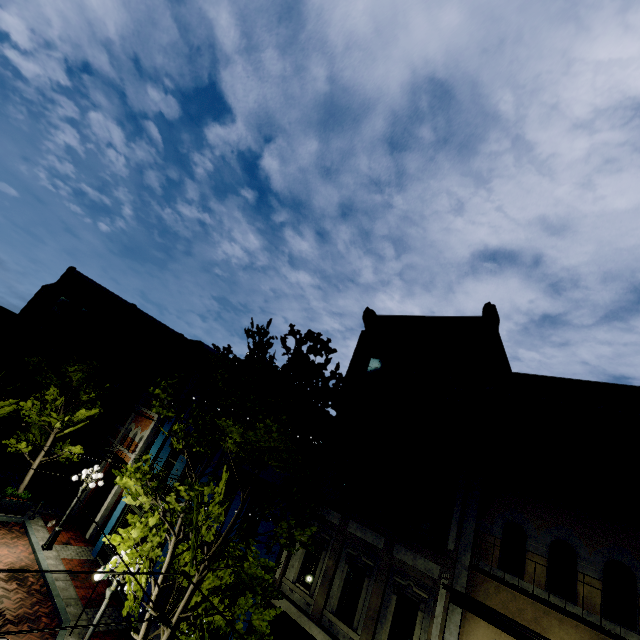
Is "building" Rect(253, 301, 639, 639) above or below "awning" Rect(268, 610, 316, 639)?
above

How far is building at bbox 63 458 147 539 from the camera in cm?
1600

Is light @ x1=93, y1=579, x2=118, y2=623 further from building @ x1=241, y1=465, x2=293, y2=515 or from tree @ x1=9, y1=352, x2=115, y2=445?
building @ x1=241, y1=465, x2=293, y2=515

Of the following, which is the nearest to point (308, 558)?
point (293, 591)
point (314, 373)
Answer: point (293, 591)

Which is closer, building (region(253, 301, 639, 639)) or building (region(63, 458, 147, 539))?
building (region(253, 301, 639, 639))

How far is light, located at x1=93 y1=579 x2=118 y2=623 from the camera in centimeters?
863cm

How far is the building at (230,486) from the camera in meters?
13.5 m
